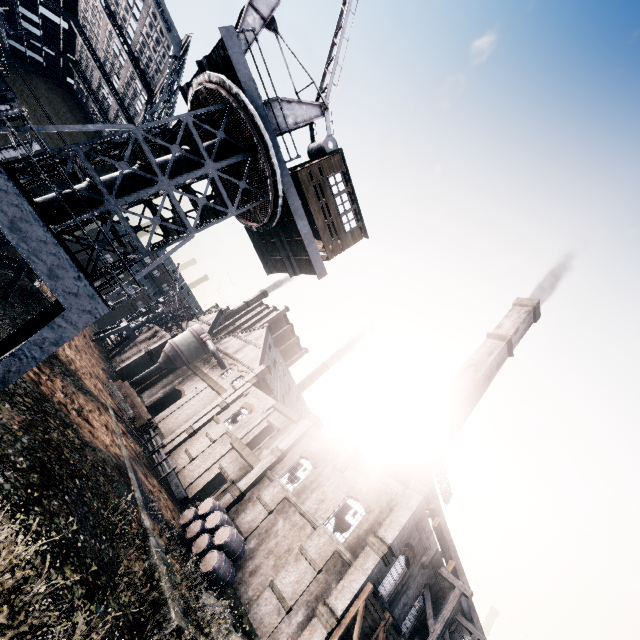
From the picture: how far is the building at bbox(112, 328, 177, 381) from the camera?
49.25m

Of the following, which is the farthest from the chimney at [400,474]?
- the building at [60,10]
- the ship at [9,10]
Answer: the ship at [9,10]

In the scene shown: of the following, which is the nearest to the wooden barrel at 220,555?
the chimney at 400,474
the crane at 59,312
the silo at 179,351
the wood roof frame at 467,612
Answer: the chimney at 400,474

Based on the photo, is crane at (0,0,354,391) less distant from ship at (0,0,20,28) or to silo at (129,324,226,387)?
ship at (0,0,20,28)

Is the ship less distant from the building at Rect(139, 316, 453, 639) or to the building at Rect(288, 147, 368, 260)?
the building at Rect(139, 316, 453, 639)

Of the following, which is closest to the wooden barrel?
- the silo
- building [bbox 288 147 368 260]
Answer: building [bbox 288 147 368 260]

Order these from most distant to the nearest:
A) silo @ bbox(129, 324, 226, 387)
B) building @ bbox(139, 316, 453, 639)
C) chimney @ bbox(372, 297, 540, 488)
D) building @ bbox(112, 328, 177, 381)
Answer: building @ bbox(112, 328, 177, 381) → silo @ bbox(129, 324, 226, 387) → chimney @ bbox(372, 297, 540, 488) → building @ bbox(139, 316, 453, 639)

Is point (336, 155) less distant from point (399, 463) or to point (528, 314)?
point (399, 463)
